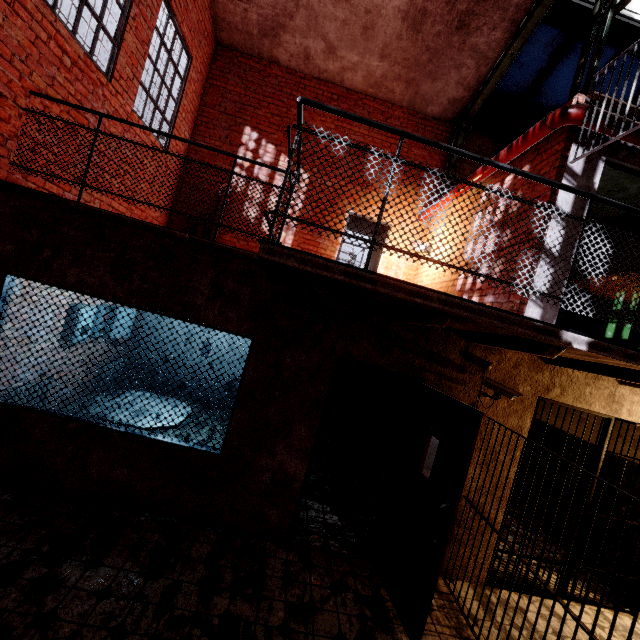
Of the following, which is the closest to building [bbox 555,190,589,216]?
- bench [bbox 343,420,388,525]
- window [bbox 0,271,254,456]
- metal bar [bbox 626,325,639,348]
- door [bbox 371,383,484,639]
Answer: metal bar [bbox 626,325,639,348]

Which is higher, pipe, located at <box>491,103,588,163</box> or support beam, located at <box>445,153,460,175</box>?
support beam, located at <box>445,153,460,175</box>

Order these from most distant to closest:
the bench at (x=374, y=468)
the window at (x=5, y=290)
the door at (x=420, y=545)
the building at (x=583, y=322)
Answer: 1. the building at (x=583, y=322)
2. the bench at (x=374, y=468)
3. the window at (x=5, y=290)
4. the door at (x=420, y=545)

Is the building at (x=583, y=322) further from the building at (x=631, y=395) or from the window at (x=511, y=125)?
the window at (x=511, y=125)

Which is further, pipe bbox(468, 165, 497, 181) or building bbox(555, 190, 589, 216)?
pipe bbox(468, 165, 497, 181)

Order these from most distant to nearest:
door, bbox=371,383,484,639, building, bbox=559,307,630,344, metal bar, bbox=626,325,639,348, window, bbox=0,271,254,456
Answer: building, bbox=559,307,630,344 < metal bar, bbox=626,325,639,348 < window, bbox=0,271,254,456 < door, bbox=371,383,484,639

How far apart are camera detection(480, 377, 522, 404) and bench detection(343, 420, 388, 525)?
1.9 meters

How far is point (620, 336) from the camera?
5.37m
